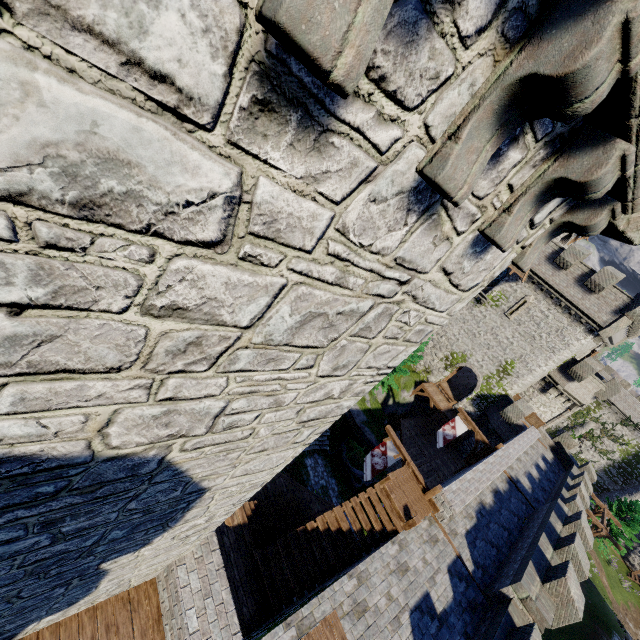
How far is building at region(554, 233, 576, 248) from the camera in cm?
3563

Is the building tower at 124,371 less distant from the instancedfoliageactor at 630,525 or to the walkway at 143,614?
the walkway at 143,614

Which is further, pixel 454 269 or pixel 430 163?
pixel 454 269

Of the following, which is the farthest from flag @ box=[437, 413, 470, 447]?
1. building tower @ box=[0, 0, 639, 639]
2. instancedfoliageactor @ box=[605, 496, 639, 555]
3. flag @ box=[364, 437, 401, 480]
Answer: instancedfoliageactor @ box=[605, 496, 639, 555]

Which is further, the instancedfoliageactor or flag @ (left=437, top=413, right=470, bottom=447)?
the instancedfoliageactor

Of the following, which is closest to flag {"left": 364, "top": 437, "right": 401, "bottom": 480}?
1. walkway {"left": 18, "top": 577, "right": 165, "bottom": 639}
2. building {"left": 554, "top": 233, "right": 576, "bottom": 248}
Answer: walkway {"left": 18, "top": 577, "right": 165, "bottom": 639}

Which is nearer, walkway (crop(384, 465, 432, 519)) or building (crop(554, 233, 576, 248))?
walkway (crop(384, 465, 432, 519))

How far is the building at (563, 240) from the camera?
35.63m
